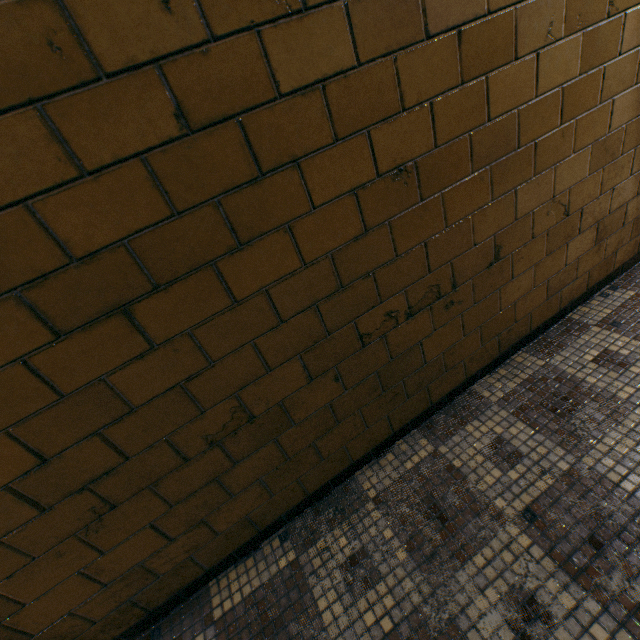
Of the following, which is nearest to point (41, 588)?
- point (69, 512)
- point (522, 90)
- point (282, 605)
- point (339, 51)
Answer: point (69, 512)
